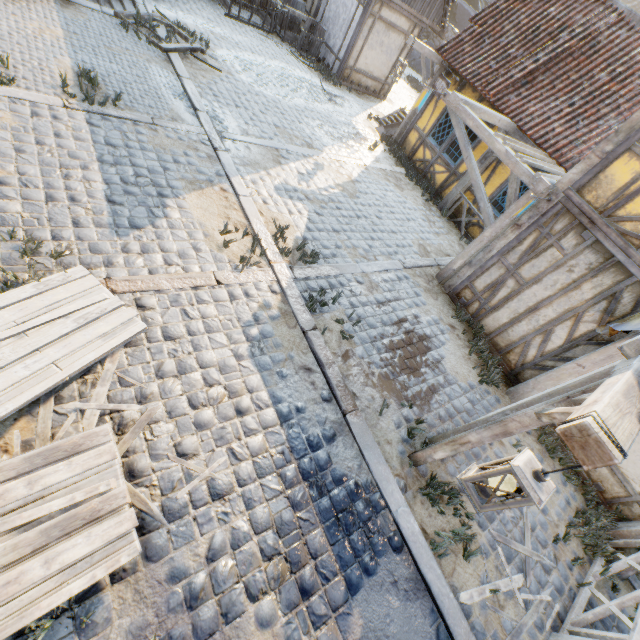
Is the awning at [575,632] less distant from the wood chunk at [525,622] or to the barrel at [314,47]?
the wood chunk at [525,622]

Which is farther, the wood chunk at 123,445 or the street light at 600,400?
the wood chunk at 123,445

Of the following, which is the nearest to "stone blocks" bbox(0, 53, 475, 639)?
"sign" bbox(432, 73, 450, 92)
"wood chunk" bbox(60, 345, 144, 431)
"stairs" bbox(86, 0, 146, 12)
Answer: "stairs" bbox(86, 0, 146, 12)

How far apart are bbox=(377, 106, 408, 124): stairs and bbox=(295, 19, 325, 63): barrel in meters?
3.7

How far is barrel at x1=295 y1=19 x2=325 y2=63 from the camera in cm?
1280

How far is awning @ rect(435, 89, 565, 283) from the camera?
6.3 meters

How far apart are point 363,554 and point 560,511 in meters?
4.1

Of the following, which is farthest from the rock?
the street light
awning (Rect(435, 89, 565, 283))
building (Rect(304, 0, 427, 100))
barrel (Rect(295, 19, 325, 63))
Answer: the street light
